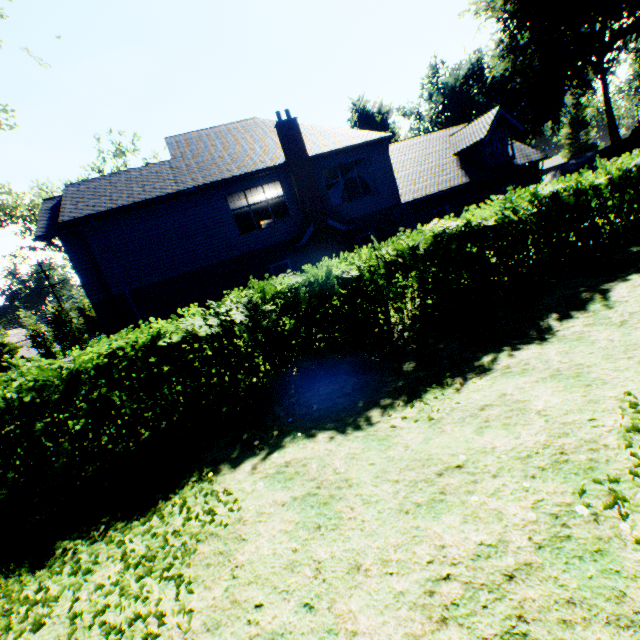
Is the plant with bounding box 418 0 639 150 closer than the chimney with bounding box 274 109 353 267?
No

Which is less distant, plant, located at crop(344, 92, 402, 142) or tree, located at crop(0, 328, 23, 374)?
tree, located at crop(0, 328, 23, 374)

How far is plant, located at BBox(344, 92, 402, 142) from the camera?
50.4 meters

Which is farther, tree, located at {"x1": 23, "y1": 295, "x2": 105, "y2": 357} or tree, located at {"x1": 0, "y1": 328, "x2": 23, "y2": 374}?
tree, located at {"x1": 0, "y1": 328, "x2": 23, "y2": 374}

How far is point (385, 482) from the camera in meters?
3.8 m

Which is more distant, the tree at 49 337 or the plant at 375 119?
the plant at 375 119

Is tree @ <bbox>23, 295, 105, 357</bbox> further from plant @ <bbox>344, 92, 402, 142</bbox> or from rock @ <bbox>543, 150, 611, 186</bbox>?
rock @ <bbox>543, 150, 611, 186</bbox>

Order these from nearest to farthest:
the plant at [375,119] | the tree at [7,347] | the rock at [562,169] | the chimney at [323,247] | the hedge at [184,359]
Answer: the hedge at [184,359] → the chimney at [323,247] → the rock at [562,169] → the tree at [7,347] → the plant at [375,119]
